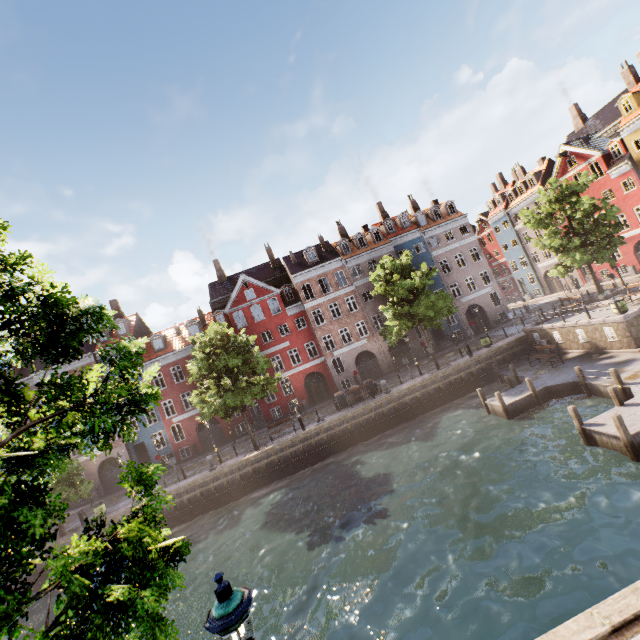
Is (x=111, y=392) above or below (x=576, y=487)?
above

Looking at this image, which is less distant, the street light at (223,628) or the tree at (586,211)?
the street light at (223,628)

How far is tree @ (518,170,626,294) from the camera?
24.8 meters

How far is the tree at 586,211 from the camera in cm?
2478

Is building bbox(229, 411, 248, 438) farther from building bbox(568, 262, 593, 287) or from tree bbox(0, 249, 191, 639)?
building bbox(568, 262, 593, 287)

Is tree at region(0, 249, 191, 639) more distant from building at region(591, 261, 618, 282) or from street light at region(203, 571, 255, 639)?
building at region(591, 261, 618, 282)
